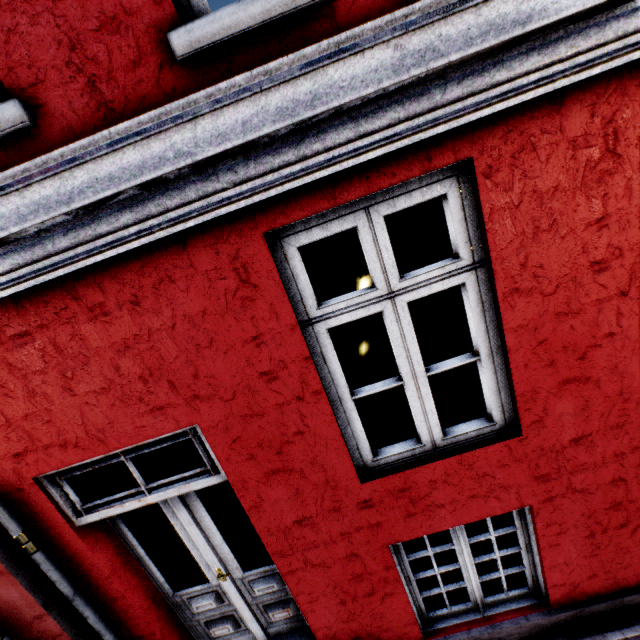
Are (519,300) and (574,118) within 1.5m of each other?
yes
